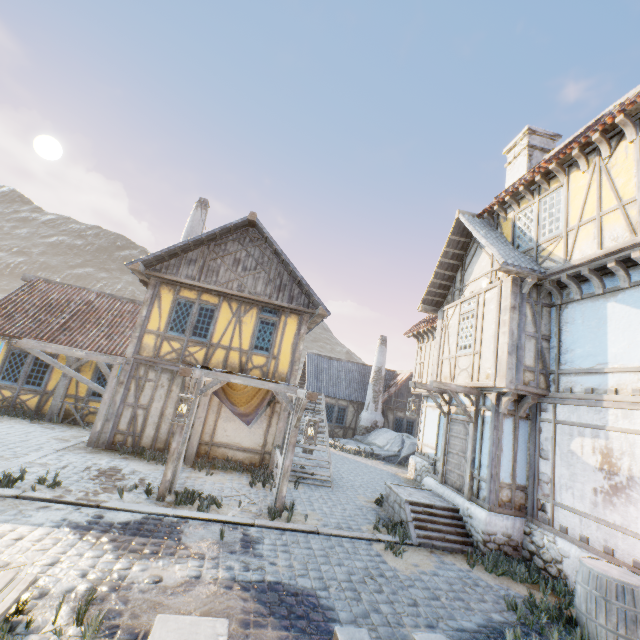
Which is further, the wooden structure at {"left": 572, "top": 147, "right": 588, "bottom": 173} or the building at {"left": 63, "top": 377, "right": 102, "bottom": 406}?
the building at {"left": 63, "top": 377, "right": 102, "bottom": 406}

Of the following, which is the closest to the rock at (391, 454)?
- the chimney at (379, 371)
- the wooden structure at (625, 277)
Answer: the chimney at (379, 371)

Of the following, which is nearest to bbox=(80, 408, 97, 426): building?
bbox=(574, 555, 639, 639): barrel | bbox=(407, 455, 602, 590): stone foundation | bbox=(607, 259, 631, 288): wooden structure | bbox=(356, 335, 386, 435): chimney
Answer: bbox=(407, 455, 602, 590): stone foundation

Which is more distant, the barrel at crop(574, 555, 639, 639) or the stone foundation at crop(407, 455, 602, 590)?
the stone foundation at crop(407, 455, 602, 590)

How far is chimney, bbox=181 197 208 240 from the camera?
17.0 meters

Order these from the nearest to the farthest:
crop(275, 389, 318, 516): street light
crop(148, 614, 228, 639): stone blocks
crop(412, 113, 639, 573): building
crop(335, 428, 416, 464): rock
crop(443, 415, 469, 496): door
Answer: crop(148, 614, 228, 639): stone blocks, crop(412, 113, 639, 573): building, crop(275, 389, 318, 516): street light, crop(443, 415, 469, 496): door, crop(335, 428, 416, 464): rock

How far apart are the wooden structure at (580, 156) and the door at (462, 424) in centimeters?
693cm

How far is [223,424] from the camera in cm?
1119
